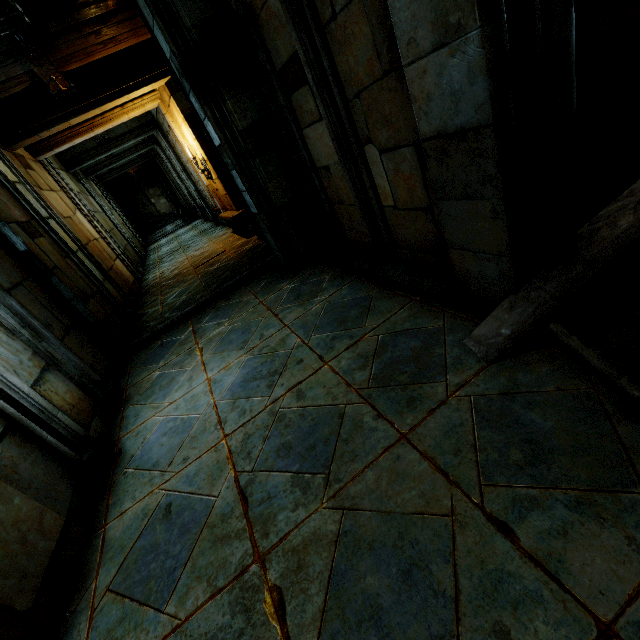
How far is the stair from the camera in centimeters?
2984cm

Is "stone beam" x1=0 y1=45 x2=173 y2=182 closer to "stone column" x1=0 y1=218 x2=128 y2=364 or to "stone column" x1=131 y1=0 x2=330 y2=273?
"stone column" x1=0 y1=218 x2=128 y2=364

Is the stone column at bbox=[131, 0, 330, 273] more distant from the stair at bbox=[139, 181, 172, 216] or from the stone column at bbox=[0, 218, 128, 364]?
the stair at bbox=[139, 181, 172, 216]

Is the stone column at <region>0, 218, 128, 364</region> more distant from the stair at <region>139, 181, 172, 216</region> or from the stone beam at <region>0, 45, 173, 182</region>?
the stair at <region>139, 181, 172, 216</region>

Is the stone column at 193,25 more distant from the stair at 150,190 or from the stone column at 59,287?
the stair at 150,190

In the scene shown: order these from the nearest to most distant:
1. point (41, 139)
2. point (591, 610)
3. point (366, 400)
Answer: point (591, 610) < point (366, 400) < point (41, 139)

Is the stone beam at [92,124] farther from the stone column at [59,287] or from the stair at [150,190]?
the stair at [150,190]

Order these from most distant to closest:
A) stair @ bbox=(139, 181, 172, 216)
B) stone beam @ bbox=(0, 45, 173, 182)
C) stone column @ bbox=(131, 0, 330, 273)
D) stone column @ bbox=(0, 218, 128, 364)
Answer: stair @ bbox=(139, 181, 172, 216) < stone beam @ bbox=(0, 45, 173, 182) < stone column @ bbox=(0, 218, 128, 364) < stone column @ bbox=(131, 0, 330, 273)
